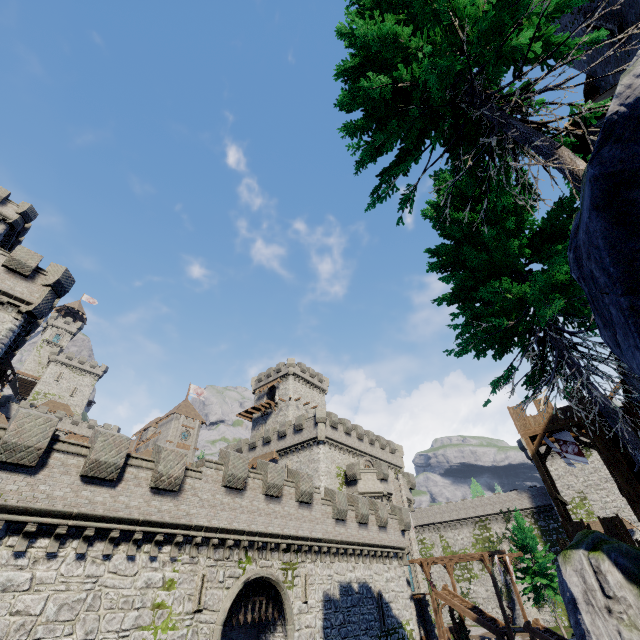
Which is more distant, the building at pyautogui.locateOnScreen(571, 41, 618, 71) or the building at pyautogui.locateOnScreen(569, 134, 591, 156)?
the building at pyautogui.locateOnScreen(571, 41, 618, 71)

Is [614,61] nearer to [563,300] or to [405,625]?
[563,300]

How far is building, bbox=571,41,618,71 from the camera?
10.80m

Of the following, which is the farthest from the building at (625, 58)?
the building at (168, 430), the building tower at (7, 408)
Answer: the building tower at (7, 408)

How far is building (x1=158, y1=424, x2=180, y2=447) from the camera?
57.94m

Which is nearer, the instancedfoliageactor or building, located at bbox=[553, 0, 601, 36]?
building, located at bbox=[553, 0, 601, 36]

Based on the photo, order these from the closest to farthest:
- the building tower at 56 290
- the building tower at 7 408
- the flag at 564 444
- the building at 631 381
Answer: the building at 631 381
the building tower at 56 290
the flag at 564 444
the building tower at 7 408

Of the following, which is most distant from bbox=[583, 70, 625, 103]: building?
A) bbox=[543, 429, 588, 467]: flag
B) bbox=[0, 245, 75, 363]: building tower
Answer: bbox=[0, 245, 75, 363]: building tower
